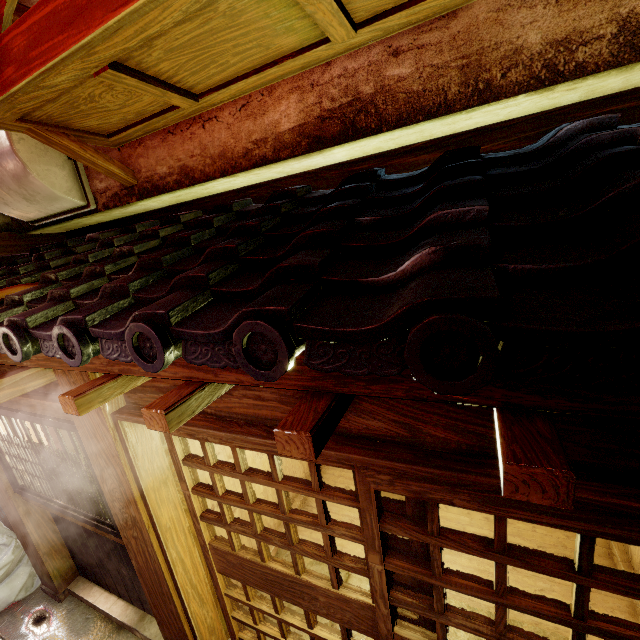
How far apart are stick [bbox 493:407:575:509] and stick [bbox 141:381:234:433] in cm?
212

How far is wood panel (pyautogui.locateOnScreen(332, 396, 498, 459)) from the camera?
2.32m

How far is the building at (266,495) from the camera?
7.1m

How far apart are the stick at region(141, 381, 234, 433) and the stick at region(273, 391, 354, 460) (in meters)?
0.93

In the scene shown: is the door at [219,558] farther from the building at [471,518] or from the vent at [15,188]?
the vent at [15,188]

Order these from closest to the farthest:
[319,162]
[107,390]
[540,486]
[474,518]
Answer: [540,486], [107,390], [319,162], [474,518]

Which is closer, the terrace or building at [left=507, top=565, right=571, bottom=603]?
the terrace

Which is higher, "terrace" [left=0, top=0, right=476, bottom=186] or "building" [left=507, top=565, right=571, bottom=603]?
"terrace" [left=0, top=0, right=476, bottom=186]
